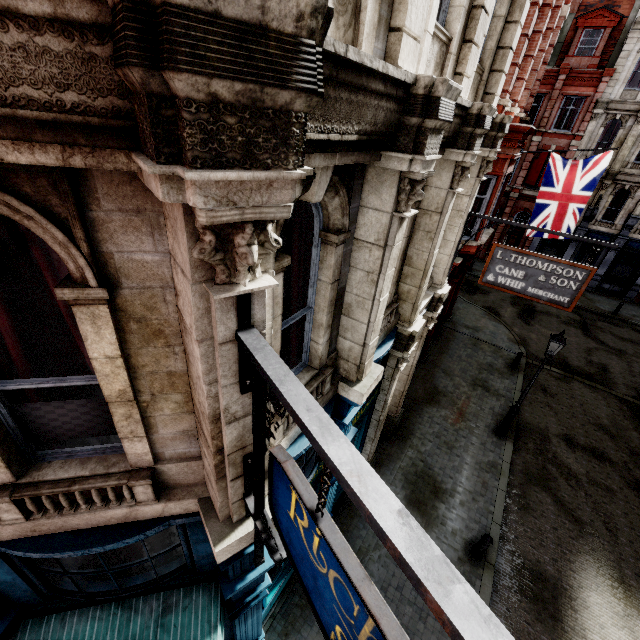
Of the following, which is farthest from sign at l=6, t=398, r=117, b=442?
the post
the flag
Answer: the flag

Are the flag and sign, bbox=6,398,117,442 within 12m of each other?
no

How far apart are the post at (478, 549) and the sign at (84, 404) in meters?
9.3

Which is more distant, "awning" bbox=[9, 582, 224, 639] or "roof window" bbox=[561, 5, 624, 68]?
"roof window" bbox=[561, 5, 624, 68]

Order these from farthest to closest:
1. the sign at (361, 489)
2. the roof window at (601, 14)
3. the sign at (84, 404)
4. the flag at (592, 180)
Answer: Answer:
the roof window at (601, 14)
the flag at (592, 180)
the sign at (84, 404)
the sign at (361, 489)

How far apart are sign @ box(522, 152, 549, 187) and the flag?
14.8 meters

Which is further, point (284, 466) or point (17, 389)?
point (17, 389)

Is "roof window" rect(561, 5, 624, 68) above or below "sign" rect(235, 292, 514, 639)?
above
